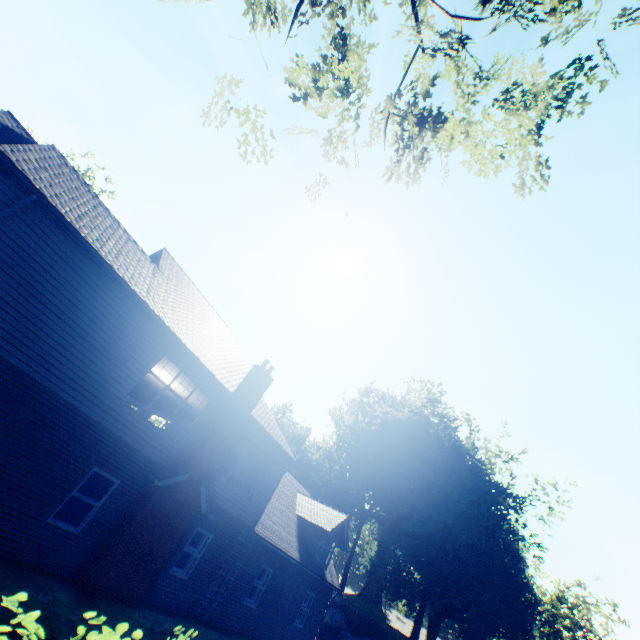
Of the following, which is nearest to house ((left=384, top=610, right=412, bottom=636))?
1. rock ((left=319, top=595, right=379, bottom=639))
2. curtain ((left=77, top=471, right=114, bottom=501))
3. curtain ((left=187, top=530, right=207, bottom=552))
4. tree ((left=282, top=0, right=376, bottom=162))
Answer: rock ((left=319, top=595, right=379, bottom=639))

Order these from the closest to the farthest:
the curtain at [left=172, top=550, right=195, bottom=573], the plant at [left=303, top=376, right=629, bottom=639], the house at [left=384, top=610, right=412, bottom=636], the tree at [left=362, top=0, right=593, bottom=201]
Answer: the tree at [left=362, top=0, right=593, bottom=201]
the curtain at [left=172, top=550, right=195, bottom=573]
the plant at [left=303, top=376, right=629, bottom=639]
the house at [left=384, top=610, right=412, bottom=636]

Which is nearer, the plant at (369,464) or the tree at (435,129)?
the tree at (435,129)

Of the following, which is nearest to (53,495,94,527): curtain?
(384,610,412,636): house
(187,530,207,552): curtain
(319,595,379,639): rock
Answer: (187,530,207,552): curtain

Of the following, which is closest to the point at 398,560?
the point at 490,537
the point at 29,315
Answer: the point at 490,537

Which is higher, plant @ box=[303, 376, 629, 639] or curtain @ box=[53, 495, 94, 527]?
plant @ box=[303, 376, 629, 639]

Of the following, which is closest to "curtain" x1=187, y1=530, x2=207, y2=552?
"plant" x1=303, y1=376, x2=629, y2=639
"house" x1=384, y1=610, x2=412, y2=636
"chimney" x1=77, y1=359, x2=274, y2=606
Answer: "chimney" x1=77, y1=359, x2=274, y2=606

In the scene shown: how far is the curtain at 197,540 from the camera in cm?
1255
